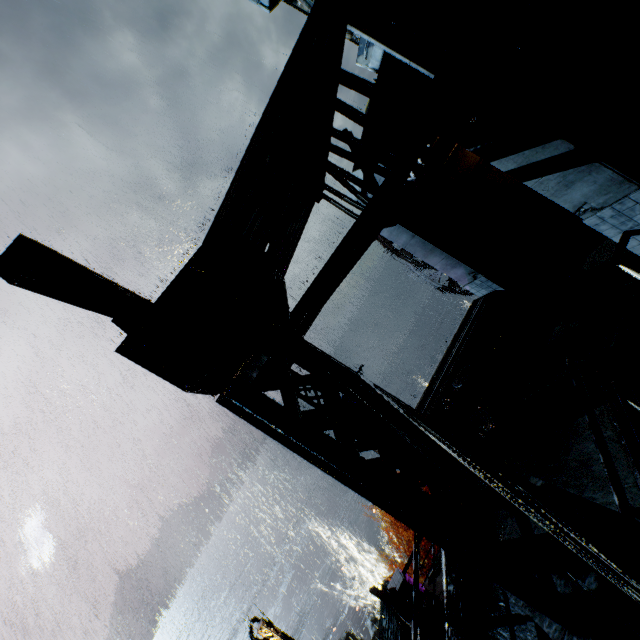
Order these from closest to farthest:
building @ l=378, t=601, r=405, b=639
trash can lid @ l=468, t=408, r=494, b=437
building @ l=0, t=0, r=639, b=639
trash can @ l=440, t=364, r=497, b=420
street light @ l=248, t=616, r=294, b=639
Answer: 1. building @ l=0, t=0, r=639, b=639
2. trash can lid @ l=468, t=408, r=494, b=437
3. trash can @ l=440, t=364, r=497, b=420
4. street light @ l=248, t=616, r=294, b=639
5. building @ l=378, t=601, r=405, b=639

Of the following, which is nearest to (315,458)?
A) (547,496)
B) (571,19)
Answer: (547,496)

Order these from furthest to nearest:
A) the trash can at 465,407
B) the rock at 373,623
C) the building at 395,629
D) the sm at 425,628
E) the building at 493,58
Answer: the rock at 373,623, the building at 395,629, the sm at 425,628, the trash can at 465,407, the building at 493,58

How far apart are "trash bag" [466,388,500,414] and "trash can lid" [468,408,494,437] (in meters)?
0.01

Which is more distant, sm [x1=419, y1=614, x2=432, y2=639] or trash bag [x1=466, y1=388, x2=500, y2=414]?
sm [x1=419, y1=614, x2=432, y2=639]

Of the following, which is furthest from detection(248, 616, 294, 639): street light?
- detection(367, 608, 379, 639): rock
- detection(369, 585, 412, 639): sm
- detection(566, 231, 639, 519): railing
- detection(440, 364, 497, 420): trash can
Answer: detection(367, 608, 379, 639): rock

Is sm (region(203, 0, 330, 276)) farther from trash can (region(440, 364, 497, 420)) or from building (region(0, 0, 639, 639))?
trash can (region(440, 364, 497, 420))

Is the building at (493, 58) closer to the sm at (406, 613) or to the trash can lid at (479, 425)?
the sm at (406, 613)
